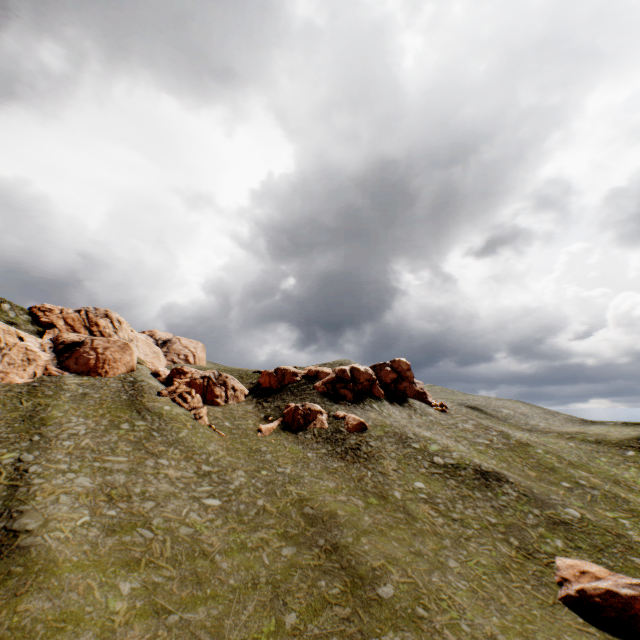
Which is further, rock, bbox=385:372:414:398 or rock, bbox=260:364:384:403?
rock, bbox=385:372:414:398

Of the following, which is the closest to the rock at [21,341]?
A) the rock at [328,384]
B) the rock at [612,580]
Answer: the rock at [328,384]

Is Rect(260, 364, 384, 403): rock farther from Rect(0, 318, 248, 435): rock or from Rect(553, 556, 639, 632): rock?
Rect(553, 556, 639, 632): rock

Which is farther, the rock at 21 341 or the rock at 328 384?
the rock at 328 384

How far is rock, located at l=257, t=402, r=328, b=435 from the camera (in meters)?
43.31

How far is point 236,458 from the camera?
35.0 meters
